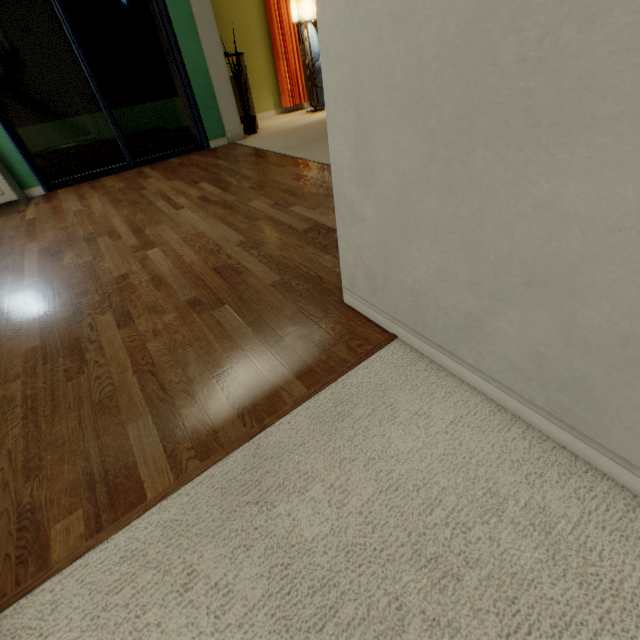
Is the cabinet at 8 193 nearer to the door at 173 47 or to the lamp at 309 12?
the door at 173 47

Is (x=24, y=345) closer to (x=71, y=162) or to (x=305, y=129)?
(x=305, y=129)

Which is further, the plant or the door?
the plant

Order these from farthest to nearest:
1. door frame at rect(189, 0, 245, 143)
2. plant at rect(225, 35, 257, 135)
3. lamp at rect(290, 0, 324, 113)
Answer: lamp at rect(290, 0, 324, 113) → plant at rect(225, 35, 257, 135) → door frame at rect(189, 0, 245, 143)

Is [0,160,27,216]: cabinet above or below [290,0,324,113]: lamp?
below

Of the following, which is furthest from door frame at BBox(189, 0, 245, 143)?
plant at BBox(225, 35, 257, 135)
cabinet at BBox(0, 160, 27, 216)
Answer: cabinet at BBox(0, 160, 27, 216)

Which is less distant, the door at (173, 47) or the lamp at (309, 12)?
the door at (173, 47)

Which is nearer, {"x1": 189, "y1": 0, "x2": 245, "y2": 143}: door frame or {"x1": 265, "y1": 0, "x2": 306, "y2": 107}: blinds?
{"x1": 189, "y1": 0, "x2": 245, "y2": 143}: door frame
